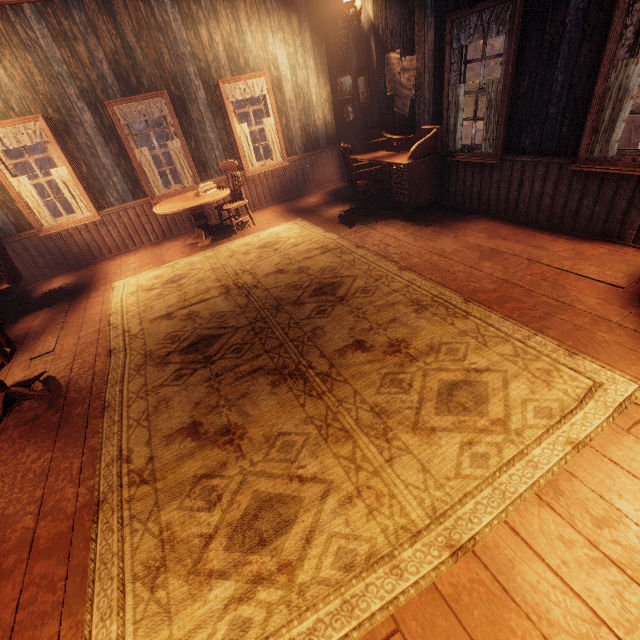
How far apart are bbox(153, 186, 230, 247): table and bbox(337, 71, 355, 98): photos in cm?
381

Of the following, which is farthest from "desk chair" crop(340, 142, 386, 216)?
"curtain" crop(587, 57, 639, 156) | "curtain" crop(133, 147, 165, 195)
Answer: "curtain" crop(133, 147, 165, 195)

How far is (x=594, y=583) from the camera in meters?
1.4 m

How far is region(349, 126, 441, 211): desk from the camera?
5.0 meters

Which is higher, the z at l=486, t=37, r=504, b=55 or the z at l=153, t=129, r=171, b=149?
the z at l=486, t=37, r=504, b=55

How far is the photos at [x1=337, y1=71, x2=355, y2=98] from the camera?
6.33m

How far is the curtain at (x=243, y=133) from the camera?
6.59m

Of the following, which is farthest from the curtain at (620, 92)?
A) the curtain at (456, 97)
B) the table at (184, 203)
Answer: the table at (184, 203)
